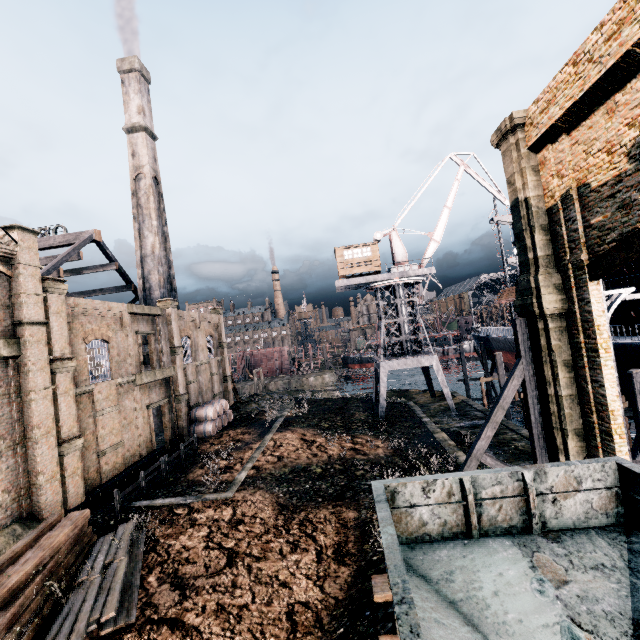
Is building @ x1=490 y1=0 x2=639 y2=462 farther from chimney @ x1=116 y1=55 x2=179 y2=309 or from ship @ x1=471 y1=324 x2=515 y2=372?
ship @ x1=471 y1=324 x2=515 y2=372

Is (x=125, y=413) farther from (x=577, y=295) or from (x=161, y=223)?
(x=577, y=295)

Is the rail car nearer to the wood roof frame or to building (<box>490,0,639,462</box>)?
the wood roof frame

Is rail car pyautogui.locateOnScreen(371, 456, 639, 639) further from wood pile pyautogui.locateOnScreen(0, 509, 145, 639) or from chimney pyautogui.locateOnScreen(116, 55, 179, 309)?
chimney pyautogui.locateOnScreen(116, 55, 179, 309)

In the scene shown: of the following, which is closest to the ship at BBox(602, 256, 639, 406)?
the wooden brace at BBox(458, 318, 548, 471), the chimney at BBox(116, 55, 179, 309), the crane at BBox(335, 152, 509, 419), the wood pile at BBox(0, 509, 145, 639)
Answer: the crane at BBox(335, 152, 509, 419)

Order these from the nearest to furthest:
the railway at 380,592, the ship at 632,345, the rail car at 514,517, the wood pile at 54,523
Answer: the rail car at 514,517, the railway at 380,592, the wood pile at 54,523, the ship at 632,345

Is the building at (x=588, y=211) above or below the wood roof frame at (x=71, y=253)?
below

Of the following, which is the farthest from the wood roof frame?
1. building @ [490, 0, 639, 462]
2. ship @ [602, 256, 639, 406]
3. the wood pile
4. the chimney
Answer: ship @ [602, 256, 639, 406]
